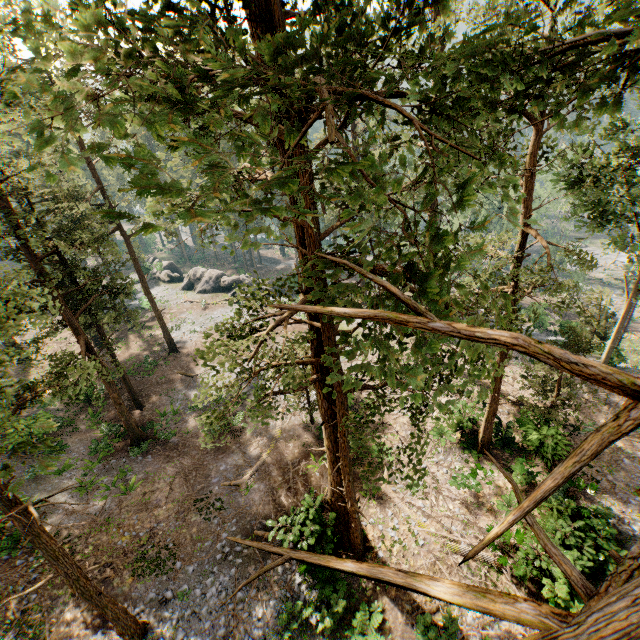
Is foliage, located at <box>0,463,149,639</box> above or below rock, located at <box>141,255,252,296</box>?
above

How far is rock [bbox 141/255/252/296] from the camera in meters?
43.8

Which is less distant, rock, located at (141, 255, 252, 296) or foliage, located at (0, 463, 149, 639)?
Answer: foliage, located at (0, 463, 149, 639)

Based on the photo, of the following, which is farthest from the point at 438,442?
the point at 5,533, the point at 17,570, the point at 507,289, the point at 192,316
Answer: the point at 192,316

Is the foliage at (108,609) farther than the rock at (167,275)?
No

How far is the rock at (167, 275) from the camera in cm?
4377
